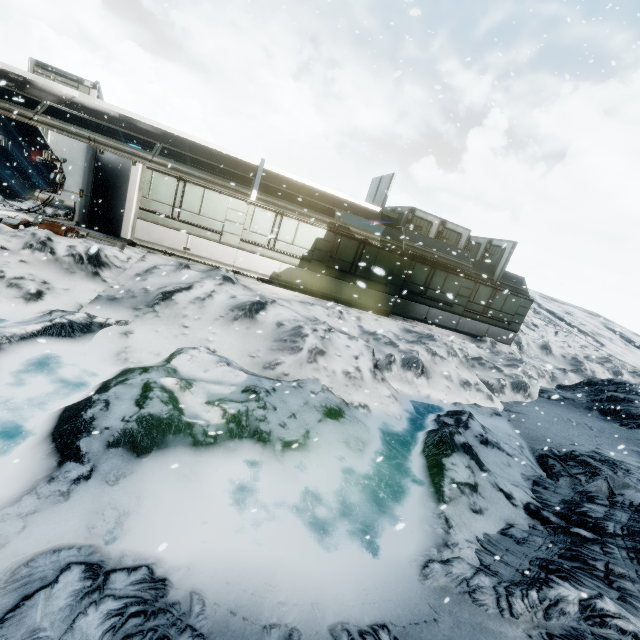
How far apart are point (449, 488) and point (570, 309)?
51.92m
